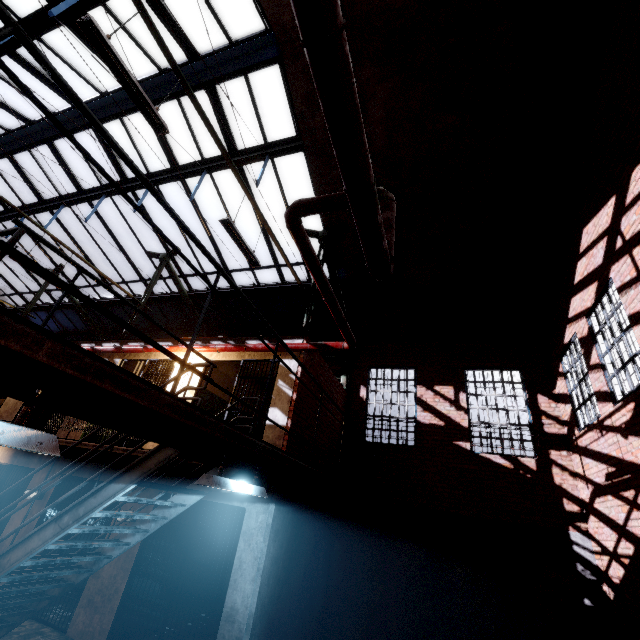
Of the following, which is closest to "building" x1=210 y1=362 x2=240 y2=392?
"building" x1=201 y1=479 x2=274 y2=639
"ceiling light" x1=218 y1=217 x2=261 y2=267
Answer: "building" x1=201 y1=479 x2=274 y2=639

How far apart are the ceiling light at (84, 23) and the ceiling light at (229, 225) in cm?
142

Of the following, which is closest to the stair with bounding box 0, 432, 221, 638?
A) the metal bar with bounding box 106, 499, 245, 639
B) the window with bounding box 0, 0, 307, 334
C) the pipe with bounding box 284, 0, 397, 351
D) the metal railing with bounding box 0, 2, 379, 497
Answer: the metal railing with bounding box 0, 2, 379, 497

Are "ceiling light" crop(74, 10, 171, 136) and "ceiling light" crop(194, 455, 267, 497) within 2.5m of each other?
no

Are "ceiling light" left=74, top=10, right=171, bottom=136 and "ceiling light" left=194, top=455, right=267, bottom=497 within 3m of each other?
no

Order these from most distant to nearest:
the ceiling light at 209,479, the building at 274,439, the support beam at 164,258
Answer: the support beam at 164,258 < the building at 274,439 < the ceiling light at 209,479

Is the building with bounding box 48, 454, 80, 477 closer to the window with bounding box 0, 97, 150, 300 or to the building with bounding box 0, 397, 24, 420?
the building with bounding box 0, 397, 24, 420

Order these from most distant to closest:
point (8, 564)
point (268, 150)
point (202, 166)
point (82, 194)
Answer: point (82, 194), point (202, 166), point (268, 150), point (8, 564)
